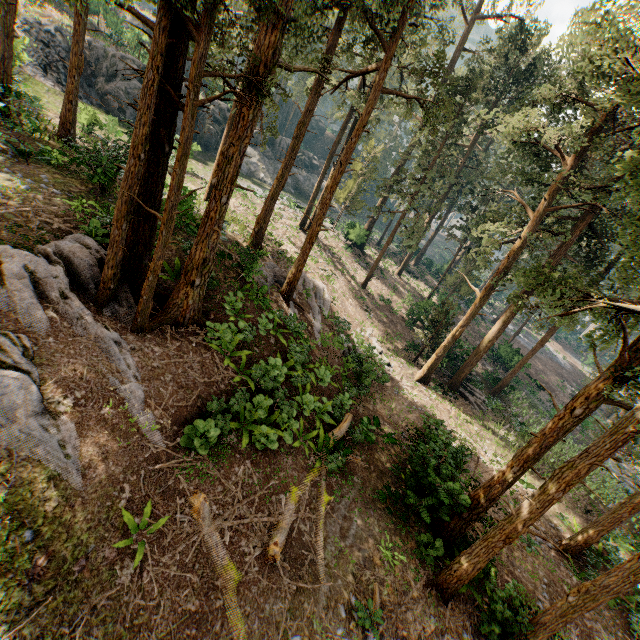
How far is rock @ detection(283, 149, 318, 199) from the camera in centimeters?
5191cm

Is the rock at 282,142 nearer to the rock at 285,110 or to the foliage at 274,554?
the foliage at 274,554

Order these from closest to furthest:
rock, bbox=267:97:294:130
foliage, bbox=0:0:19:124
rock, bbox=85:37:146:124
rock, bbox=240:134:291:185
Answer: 1. foliage, bbox=0:0:19:124
2. rock, bbox=85:37:146:124
3. rock, bbox=240:134:291:185
4. rock, bbox=267:97:294:130

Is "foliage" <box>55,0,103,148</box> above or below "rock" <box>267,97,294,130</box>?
below

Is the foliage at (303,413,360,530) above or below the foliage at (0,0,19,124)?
below

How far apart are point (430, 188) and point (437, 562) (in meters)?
25.75

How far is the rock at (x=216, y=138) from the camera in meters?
39.4

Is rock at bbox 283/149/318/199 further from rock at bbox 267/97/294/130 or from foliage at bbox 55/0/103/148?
rock at bbox 267/97/294/130
